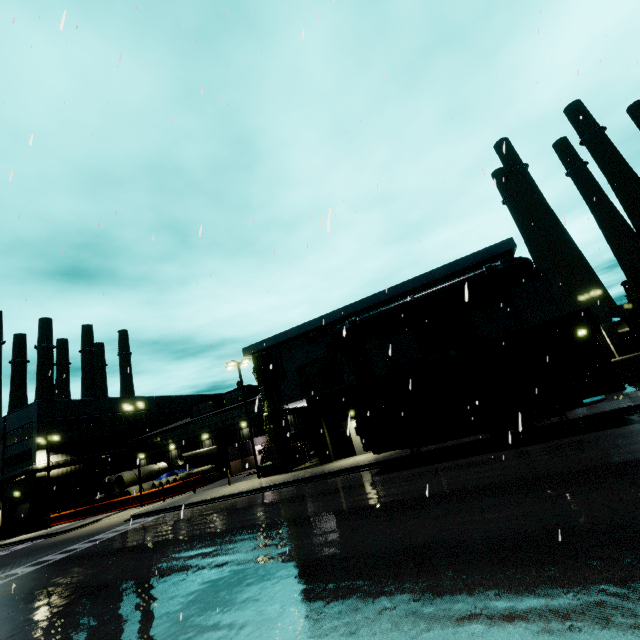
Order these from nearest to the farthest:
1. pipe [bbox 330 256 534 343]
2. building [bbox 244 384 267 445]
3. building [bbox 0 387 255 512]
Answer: pipe [bbox 330 256 534 343] → building [bbox 244 384 267 445] → building [bbox 0 387 255 512]

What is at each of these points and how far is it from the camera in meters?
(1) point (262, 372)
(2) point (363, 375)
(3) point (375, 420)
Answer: (1) tree, 27.1
(2) tree, 24.0
(3) cargo container, 16.1

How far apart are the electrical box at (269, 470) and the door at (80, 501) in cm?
1950

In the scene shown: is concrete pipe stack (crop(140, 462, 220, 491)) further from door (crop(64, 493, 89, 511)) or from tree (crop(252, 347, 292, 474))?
door (crop(64, 493, 89, 511))

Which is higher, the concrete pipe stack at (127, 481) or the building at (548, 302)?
the building at (548, 302)

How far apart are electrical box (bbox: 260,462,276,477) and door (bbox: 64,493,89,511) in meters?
19.5 m

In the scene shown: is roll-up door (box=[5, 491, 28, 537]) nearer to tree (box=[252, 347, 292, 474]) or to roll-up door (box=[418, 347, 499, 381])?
tree (box=[252, 347, 292, 474])

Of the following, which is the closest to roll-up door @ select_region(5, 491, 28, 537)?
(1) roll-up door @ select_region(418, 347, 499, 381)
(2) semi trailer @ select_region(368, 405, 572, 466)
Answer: (2) semi trailer @ select_region(368, 405, 572, 466)
